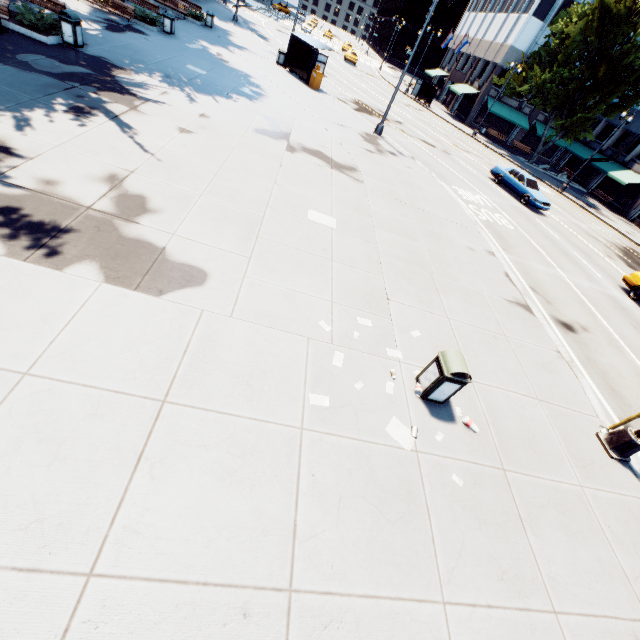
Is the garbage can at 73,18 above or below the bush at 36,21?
above

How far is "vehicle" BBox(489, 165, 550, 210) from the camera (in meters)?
22.03

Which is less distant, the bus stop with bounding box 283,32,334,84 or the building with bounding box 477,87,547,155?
the bus stop with bounding box 283,32,334,84

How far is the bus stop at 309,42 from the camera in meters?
22.8 m

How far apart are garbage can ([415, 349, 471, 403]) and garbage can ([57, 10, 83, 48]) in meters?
17.1 m

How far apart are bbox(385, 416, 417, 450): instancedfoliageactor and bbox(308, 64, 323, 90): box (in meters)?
25.82

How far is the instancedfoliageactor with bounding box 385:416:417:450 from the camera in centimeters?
531cm

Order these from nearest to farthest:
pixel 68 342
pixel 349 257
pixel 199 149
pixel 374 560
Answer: pixel 374 560 → pixel 68 342 → pixel 349 257 → pixel 199 149
